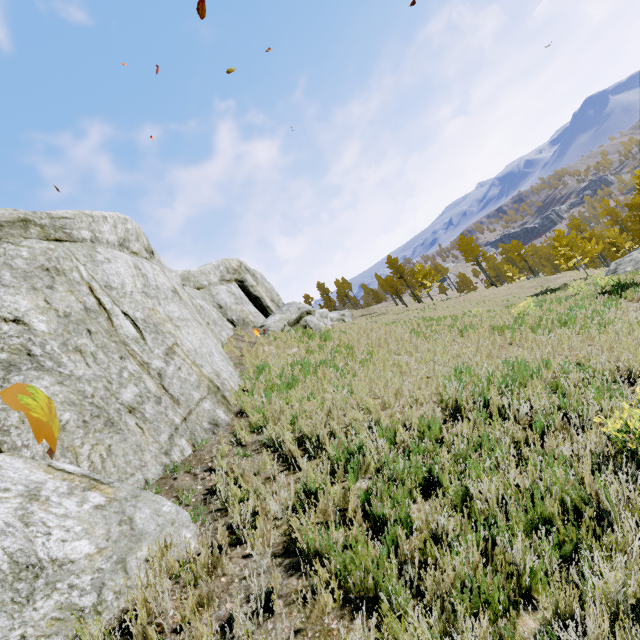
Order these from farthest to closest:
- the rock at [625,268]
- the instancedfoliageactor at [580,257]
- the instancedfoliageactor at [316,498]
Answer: Result: the instancedfoliageactor at [580,257] → the rock at [625,268] → the instancedfoliageactor at [316,498]

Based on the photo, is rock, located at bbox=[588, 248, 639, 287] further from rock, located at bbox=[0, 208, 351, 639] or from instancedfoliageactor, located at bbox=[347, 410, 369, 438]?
rock, located at bbox=[0, 208, 351, 639]

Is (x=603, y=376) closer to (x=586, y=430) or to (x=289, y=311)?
(x=586, y=430)

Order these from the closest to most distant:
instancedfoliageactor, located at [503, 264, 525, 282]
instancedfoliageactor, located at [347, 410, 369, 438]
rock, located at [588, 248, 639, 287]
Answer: instancedfoliageactor, located at [347, 410, 369, 438], rock, located at [588, 248, 639, 287], instancedfoliageactor, located at [503, 264, 525, 282]

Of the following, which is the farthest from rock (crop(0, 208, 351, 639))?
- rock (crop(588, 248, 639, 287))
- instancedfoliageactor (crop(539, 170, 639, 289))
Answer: rock (crop(588, 248, 639, 287))

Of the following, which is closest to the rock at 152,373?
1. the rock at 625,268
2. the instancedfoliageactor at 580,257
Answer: the instancedfoliageactor at 580,257

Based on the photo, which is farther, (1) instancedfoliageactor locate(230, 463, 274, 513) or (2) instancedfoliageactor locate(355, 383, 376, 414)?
(2) instancedfoliageactor locate(355, 383, 376, 414)
